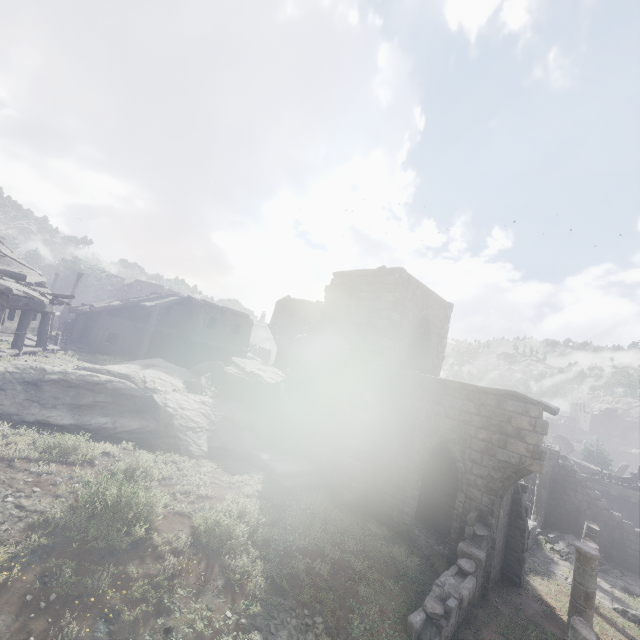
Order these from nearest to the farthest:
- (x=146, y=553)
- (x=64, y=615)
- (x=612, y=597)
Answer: (x=64, y=615), (x=146, y=553), (x=612, y=597)

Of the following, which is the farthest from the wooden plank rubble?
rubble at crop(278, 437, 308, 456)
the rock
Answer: rubble at crop(278, 437, 308, 456)

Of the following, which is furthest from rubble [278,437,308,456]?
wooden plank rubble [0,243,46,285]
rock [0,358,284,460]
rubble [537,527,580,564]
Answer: wooden plank rubble [0,243,46,285]

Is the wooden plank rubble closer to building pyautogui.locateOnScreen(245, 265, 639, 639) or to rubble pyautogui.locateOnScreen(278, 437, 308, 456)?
building pyautogui.locateOnScreen(245, 265, 639, 639)

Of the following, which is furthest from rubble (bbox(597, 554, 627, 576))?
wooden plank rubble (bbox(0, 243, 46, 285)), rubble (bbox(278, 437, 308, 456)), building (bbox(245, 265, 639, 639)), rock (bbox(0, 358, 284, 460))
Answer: wooden plank rubble (bbox(0, 243, 46, 285))

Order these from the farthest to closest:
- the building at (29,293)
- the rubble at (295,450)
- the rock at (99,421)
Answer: the rubble at (295,450) < the building at (29,293) < the rock at (99,421)

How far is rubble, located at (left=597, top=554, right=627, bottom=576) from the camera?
17.48m

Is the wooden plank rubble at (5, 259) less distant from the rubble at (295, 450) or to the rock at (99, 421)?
the rock at (99, 421)
